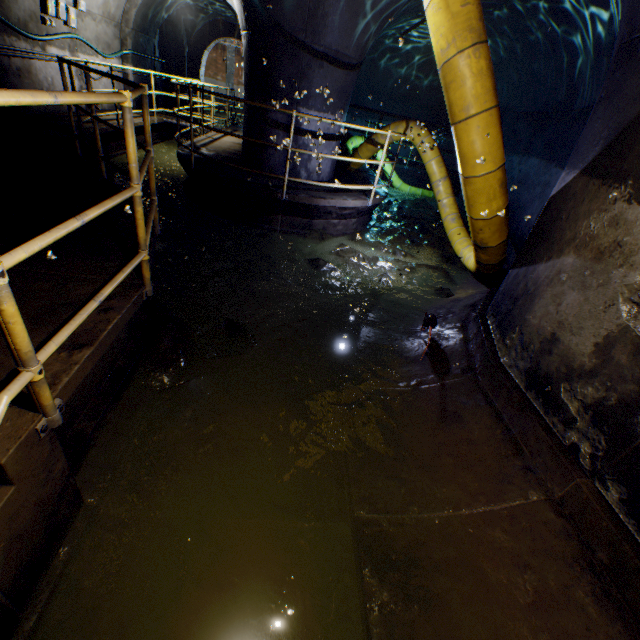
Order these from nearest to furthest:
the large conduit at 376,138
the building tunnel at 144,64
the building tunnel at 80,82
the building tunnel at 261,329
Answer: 1. the building tunnel at 261,329
2. the large conduit at 376,138
3. the building tunnel at 80,82
4. the building tunnel at 144,64

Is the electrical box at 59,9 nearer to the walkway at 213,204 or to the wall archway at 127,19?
the walkway at 213,204

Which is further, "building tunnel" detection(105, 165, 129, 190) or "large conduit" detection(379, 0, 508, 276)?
"building tunnel" detection(105, 165, 129, 190)

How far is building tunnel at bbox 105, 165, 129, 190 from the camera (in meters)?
7.37

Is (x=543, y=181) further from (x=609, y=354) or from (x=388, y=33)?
(x=388, y=33)

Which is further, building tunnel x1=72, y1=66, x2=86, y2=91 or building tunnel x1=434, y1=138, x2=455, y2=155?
building tunnel x1=434, y1=138, x2=455, y2=155
